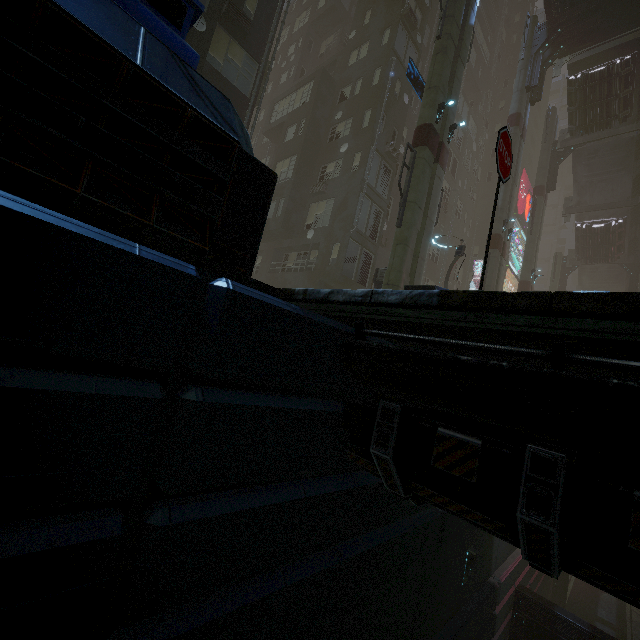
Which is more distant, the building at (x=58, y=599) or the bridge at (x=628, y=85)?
the bridge at (x=628, y=85)

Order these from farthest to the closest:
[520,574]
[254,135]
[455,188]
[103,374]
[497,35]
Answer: [497,35], [455,188], [254,135], [520,574], [103,374]

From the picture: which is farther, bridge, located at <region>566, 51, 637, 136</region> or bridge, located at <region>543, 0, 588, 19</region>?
bridge, located at <region>566, 51, 637, 136</region>

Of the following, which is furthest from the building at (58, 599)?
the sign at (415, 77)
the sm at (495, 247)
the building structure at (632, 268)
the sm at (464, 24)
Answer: the building structure at (632, 268)

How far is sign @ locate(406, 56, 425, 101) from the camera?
14.38m

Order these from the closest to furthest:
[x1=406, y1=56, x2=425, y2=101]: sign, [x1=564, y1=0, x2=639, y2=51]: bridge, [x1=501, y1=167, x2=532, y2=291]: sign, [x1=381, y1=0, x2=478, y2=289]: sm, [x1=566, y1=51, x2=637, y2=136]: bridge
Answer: [x1=381, y1=0, x2=478, y2=289]: sm, [x1=406, y1=56, x2=425, y2=101]: sign, [x1=564, y1=0, x2=639, y2=51]: bridge, [x1=566, y1=51, x2=637, y2=136]: bridge, [x1=501, y1=167, x2=532, y2=291]: sign

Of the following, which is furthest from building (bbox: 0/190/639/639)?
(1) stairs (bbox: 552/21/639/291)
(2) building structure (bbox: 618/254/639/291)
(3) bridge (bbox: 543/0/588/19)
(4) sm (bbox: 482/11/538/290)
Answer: (2) building structure (bbox: 618/254/639/291)

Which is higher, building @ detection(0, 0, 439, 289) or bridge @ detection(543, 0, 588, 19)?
bridge @ detection(543, 0, 588, 19)
